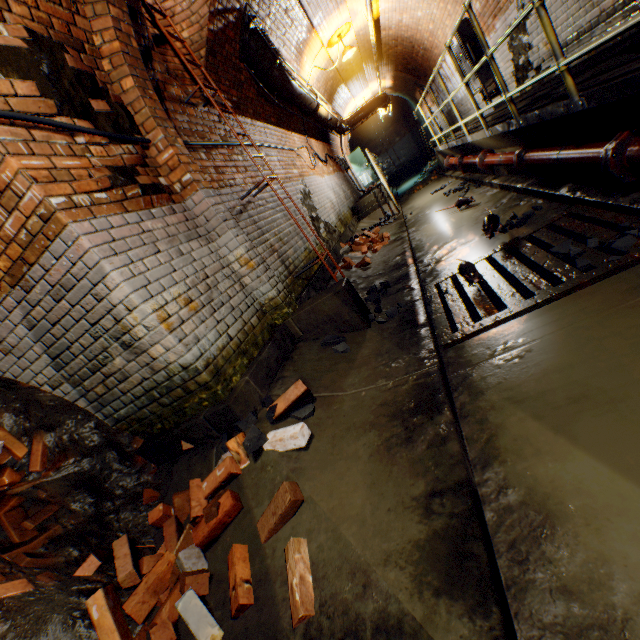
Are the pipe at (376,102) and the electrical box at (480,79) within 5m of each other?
no

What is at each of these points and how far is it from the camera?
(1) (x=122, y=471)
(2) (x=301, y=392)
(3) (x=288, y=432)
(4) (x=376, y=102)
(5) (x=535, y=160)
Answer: (1) brick pile, 2.6m
(2) bricks, 2.3m
(3) bricks, 2.1m
(4) pipe, 13.7m
(5) pipe, 3.7m

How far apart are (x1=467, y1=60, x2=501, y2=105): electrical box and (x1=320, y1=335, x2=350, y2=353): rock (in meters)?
7.36

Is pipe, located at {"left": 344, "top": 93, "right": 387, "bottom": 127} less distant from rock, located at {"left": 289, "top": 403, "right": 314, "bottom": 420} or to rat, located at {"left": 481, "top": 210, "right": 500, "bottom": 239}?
rat, located at {"left": 481, "top": 210, "right": 500, "bottom": 239}

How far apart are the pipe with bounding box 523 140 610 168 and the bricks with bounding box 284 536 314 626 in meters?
3.3

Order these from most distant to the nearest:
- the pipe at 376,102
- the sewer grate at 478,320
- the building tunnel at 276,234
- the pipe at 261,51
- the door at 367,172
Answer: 1. the door at 367,172
2. the pipe at 376,102
3. the pipe at 261,51
4. the building tunnel at 276,234
5. the sewer grate at 478,320

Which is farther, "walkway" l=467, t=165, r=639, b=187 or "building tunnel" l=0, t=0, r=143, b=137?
"walkway" l=467, t=165, r=639, b=187

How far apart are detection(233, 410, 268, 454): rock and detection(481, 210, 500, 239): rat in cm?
293
